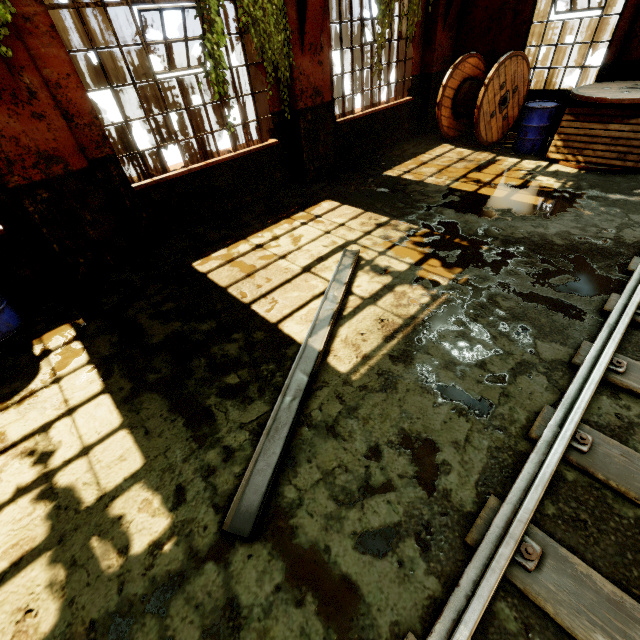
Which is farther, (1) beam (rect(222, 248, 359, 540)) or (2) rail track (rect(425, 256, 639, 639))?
(1) beam (rect(222, 248, 359, 540))

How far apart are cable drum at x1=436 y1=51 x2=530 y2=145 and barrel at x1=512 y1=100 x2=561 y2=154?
0.9m

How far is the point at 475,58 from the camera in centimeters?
812cm

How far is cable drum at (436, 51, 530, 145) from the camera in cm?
738

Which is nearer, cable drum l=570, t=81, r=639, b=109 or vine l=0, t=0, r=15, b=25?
vine l=0, t=0, r=15, b=25

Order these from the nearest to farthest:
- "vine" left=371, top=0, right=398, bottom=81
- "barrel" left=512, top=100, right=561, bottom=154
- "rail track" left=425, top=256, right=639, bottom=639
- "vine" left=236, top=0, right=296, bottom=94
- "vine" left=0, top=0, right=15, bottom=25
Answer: "rail track" left=425, top=256, right=639, bottom=639 → "vine" left=0, top=0, right=15, bottom=25 → "vine" left=236, top=0, right=296, bottom=94 → "vine" left=371, top=0, right=398, bottom=81 → "barrel" left=512, top=100, right=561, bottom=154

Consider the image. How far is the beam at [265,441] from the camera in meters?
2.3 m

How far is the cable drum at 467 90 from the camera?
7.4m
